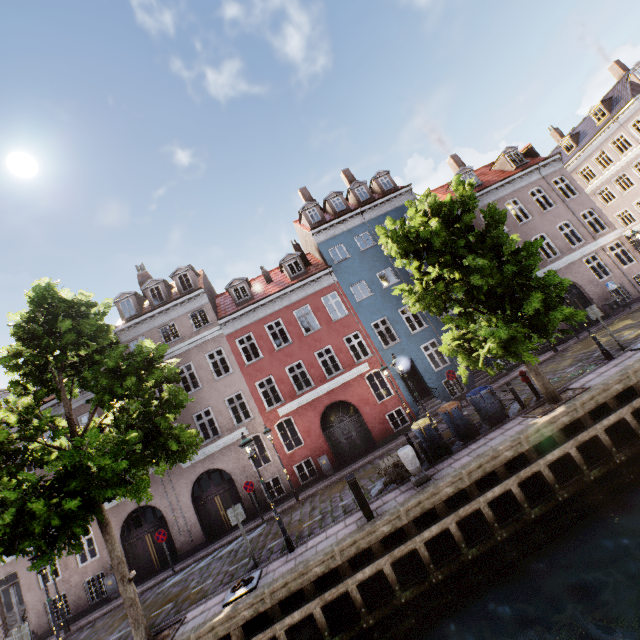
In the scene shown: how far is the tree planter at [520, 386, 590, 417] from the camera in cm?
996

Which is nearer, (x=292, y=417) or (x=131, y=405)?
(x=131, y=405)

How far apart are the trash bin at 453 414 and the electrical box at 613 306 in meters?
14.4

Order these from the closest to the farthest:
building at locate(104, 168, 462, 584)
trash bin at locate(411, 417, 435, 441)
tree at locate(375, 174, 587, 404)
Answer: tree at locate(375, 174, 587, 404) < trash bin at locate(411, 417, 435, 441) < building at locate(104, 168, 462, 584)

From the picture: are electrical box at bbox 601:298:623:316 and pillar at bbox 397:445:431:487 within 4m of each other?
no

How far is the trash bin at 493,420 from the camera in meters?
11.7 m

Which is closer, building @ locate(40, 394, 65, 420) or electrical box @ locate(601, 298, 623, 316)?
building @ locate(40, 394, 65, 420)

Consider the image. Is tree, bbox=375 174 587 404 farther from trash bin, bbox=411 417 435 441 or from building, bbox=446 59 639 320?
building, bbox=446 59 639 320
